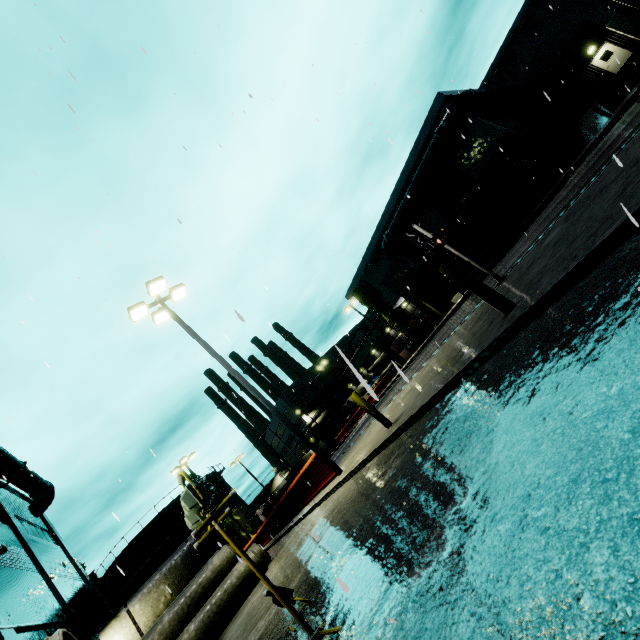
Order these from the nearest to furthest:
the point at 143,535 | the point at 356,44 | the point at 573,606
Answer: the point at 573,606 → the point at 356,44 → the point at 143,535

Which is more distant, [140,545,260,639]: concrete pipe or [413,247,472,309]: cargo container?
[413,247,472,309]: cargo container

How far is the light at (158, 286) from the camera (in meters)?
10.96

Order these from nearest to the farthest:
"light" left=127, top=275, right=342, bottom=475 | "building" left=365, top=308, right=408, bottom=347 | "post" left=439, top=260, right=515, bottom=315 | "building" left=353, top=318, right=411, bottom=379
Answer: "post" left=439, top=260, right=515, bottom=315, "light" left=127, top=275, right=342, bottom=475, "building" left=365, top=308, right=408, bottom=347, "building" left=353, top=318, right=411, bottom=379

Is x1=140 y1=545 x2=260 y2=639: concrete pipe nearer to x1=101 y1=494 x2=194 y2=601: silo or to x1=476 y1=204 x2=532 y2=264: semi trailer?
x1=101 y1=494 x2=194 y2=601: silo

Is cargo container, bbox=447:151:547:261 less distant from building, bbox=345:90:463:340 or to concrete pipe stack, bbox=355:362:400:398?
Result: building, bbox=345:90:463:340

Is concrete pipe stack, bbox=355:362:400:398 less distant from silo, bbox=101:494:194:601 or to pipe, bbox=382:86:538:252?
silo, bbox=101:494:194:601

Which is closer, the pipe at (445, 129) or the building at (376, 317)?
the pipe at (445, 129)
